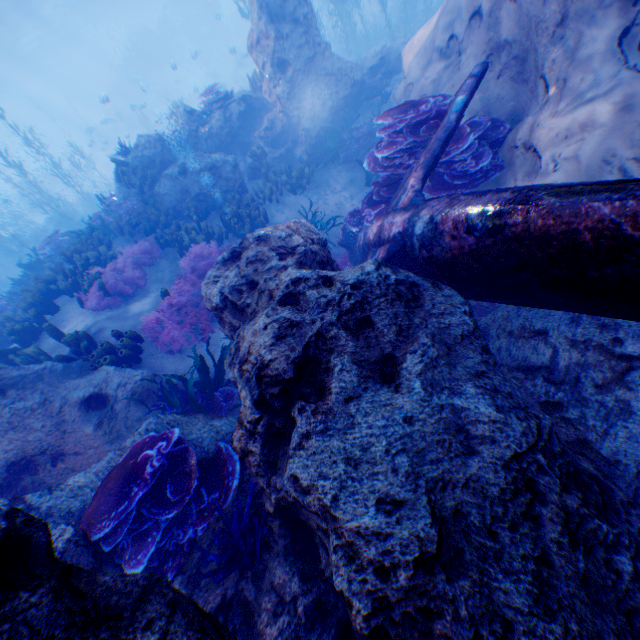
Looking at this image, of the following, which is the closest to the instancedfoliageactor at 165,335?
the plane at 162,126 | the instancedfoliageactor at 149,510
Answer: the plane at 162,126

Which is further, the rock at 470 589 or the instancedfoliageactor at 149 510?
the instancedfoliageactor at 149 510

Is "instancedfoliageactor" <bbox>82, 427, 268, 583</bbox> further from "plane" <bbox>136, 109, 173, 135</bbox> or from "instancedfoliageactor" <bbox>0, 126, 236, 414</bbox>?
"plane" <bbox>136, 109, 173, 135</bbox>

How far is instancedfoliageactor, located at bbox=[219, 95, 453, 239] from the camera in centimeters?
524cm

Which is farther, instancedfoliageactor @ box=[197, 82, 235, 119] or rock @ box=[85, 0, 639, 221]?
instancedfoliageactor @ box=[197, 82, 235, 119]

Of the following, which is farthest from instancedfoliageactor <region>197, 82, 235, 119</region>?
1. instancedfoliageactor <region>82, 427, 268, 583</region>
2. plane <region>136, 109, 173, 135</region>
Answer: instancedfoliageactor <region>82, 427, 268, 583</region>

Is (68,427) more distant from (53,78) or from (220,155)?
(53,78)
